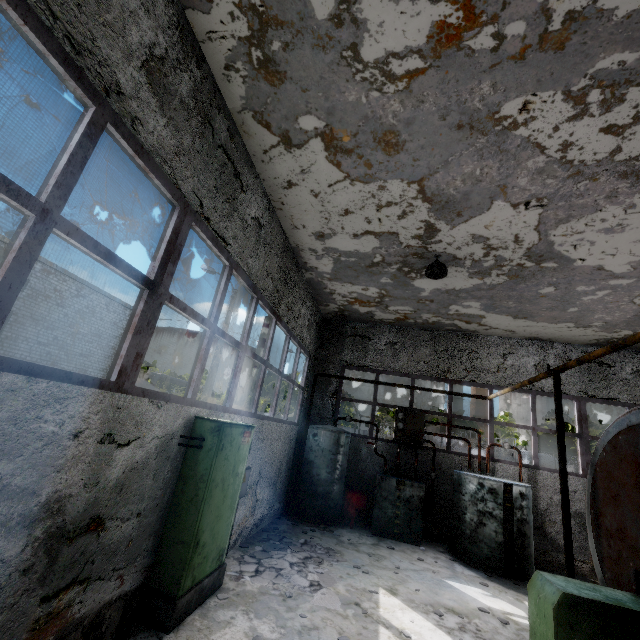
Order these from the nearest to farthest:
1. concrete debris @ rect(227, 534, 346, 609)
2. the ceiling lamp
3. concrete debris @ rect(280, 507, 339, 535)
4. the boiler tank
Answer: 1. the boiler tank
2. concrete debris @ rect(227, 534, 346, 609)
3. the ceiling lamp
4. concrete debris @ rect(280, 507, 339, 535)

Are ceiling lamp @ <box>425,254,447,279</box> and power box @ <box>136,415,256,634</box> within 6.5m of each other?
yes

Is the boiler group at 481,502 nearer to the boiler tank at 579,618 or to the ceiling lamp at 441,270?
the boiler tank at 579,618

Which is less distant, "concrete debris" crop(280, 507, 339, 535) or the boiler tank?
the boiler tank

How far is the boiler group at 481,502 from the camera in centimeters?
809cm

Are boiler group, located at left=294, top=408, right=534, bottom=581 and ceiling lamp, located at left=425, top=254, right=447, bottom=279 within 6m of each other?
yes

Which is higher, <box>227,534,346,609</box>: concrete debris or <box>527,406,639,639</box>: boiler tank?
<box>527,406,639,639</box>: boiler tank

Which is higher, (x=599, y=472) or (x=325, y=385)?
(x=325, y=385)
